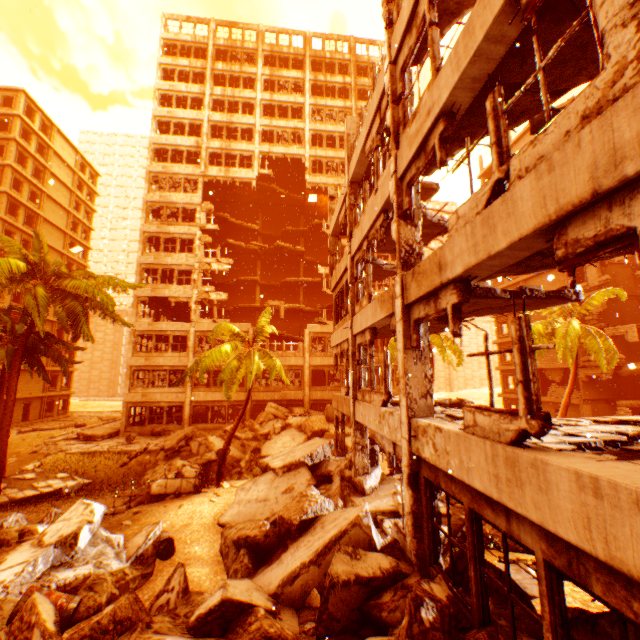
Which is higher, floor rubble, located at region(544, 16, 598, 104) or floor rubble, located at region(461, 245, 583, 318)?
floor rubble, located at region(544, 16, 598, 104)

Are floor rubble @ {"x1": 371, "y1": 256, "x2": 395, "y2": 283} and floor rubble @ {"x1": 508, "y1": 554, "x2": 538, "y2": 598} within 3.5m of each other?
no

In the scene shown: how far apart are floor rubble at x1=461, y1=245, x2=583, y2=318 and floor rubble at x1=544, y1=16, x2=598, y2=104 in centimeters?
252cm

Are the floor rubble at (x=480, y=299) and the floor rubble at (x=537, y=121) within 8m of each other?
yes

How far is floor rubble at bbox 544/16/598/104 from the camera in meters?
4.5

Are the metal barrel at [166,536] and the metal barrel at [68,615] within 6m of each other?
yes

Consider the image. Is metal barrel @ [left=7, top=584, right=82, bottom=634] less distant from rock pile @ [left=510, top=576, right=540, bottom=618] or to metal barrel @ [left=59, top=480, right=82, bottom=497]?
rock pile @ [left=510, top=576, right=540, bottom=618]

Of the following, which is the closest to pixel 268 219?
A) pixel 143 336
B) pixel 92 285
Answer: pixel 143 336
